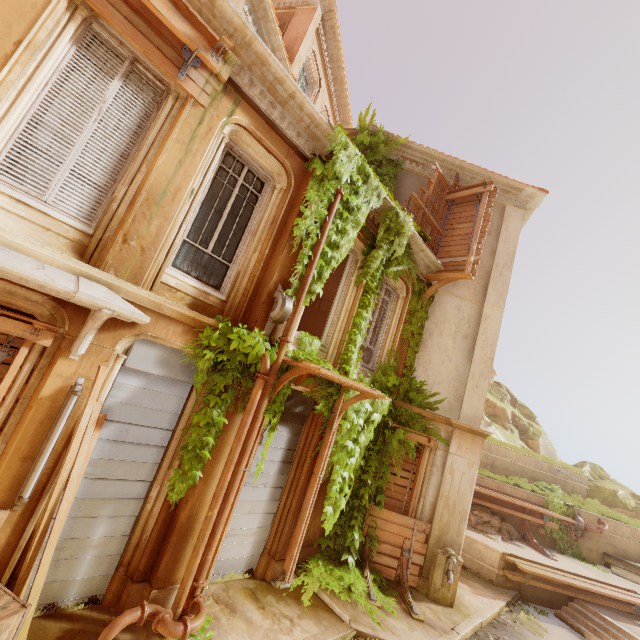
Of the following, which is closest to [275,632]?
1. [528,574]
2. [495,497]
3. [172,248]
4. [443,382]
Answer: A: [172,248]

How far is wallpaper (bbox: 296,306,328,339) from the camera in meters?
15.5

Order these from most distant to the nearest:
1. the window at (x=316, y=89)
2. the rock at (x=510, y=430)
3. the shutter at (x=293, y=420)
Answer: the rock at (x=510, y=430), the window at (x=316, y=89), the shutter at (x=293, y=420)

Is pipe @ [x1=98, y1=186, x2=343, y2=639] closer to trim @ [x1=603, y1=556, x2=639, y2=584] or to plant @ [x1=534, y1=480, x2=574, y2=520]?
plant @ [x1=534, y1=480, x2=574, y2=520]

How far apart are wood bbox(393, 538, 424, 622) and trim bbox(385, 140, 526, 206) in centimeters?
1107cm

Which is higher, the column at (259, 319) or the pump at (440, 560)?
the column at (259, 319)

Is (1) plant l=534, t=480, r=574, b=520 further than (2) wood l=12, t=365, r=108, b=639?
Yes

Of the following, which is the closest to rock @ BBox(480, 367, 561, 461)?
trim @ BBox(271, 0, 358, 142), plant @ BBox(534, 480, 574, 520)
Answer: plant @ BBox(534, 480, 574, 520)
